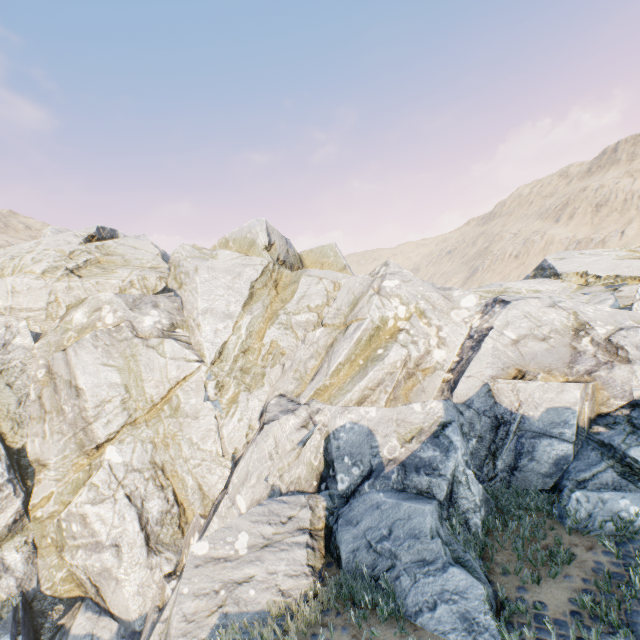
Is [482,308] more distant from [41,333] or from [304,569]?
[41,333]
